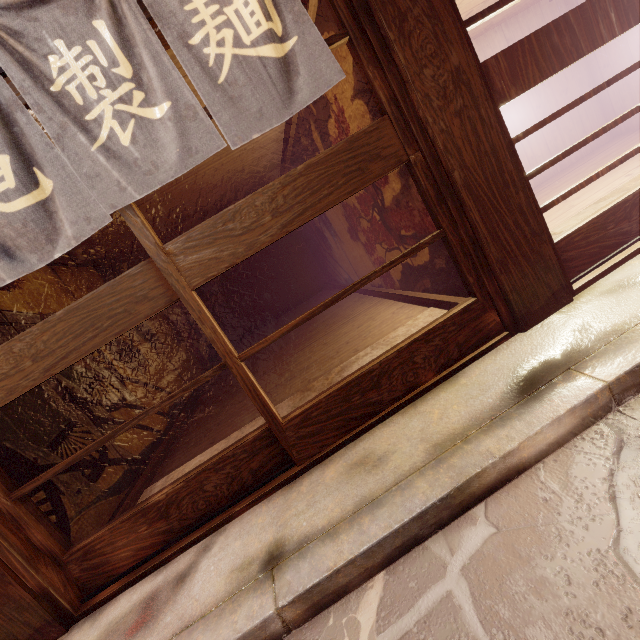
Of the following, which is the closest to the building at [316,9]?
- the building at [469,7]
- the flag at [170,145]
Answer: the building at [469,7]

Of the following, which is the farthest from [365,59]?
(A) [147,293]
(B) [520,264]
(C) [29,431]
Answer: (C) [29,431]

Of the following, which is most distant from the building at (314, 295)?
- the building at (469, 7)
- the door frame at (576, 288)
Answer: the door frame at (576, 288)

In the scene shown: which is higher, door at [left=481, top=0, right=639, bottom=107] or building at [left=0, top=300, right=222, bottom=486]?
door at [left=481, top=0, right=639, bottom=107]

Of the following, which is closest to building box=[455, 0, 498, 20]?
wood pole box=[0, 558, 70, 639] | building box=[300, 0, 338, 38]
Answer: building box=[300, 0, 338, 38]

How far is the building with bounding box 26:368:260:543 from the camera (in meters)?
4.75

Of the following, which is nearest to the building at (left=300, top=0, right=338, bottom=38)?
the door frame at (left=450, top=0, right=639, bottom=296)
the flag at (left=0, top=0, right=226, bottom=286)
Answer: the door frame at (left=450, top=0, right=639, bottom=296)

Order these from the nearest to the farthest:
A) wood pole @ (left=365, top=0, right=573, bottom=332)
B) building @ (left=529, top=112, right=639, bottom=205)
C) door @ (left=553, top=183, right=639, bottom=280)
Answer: wood pole @ (left=365, top=0, right=573, bottom=332) → door @ (left=553, top=183, right=639, bottom=280) → building @ (left=529, top=112, right=639, bottom=205)
